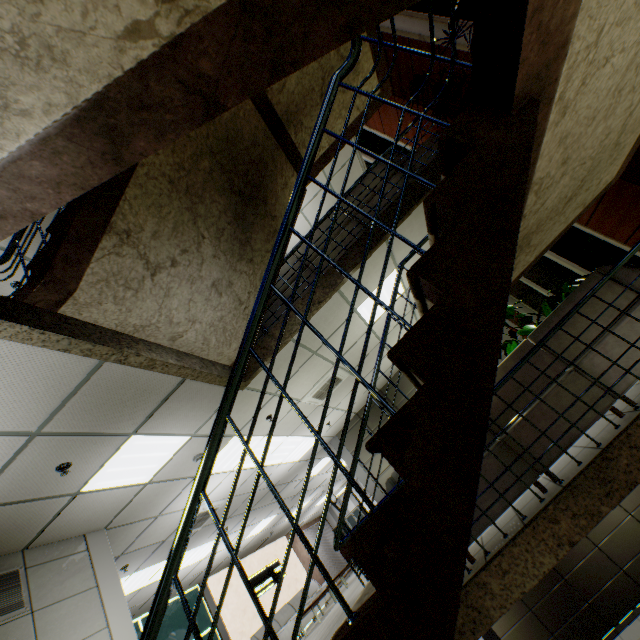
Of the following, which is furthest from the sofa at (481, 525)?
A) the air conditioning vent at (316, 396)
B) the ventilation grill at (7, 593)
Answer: the ventilation grill at (7, 593)

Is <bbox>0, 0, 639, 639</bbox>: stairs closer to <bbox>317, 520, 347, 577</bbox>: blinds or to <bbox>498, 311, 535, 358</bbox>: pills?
<bbox>498, 311, 535, 358</bbox>: pills

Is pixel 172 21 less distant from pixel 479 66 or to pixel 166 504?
pixel 479 66

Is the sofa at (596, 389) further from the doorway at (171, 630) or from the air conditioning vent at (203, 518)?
the doorway at (171, 630)

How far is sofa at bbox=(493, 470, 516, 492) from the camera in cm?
330

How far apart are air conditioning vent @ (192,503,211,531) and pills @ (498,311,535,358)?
7.5m

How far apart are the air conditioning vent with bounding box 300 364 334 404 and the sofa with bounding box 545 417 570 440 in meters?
2.7
